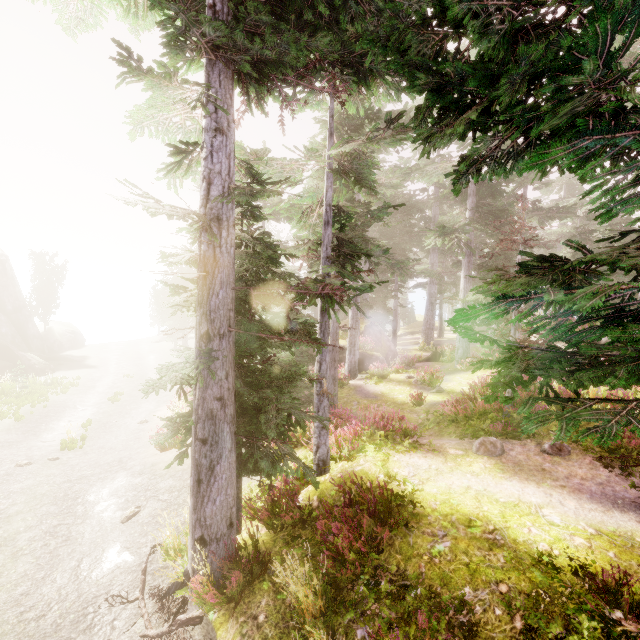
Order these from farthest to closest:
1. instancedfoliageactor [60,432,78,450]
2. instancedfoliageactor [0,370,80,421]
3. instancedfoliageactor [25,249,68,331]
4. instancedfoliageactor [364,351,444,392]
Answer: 1. instancedfoliageactor [25,249,68,331]
2. instancedfoliageactor [0,370,80,421]
3. instancedfoliageactor [364,351,444,392]
4. instancedfoliageactor [60,432,78,450]

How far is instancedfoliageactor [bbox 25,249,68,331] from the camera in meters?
41.1 m

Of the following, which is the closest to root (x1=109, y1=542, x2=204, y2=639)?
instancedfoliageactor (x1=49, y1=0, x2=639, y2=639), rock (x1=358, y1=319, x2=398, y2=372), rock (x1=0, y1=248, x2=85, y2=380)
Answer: instancedfoliageactor (x1=49, y1=0, x2=639, y2=639)

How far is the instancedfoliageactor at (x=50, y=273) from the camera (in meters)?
41.12

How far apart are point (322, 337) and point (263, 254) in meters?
2.7 m

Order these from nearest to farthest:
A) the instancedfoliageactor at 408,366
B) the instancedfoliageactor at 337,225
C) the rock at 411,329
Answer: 1. the instancedfoliageactor at 337,225
2. the instancedfoliageactor at 408,366
3. the rock at 411,329

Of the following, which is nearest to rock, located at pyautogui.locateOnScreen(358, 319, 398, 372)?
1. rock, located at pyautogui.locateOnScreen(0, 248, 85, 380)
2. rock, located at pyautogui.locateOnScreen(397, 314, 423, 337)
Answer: rock, located at pyautogui.locateOnScreen(0, 248, 85, 380)
